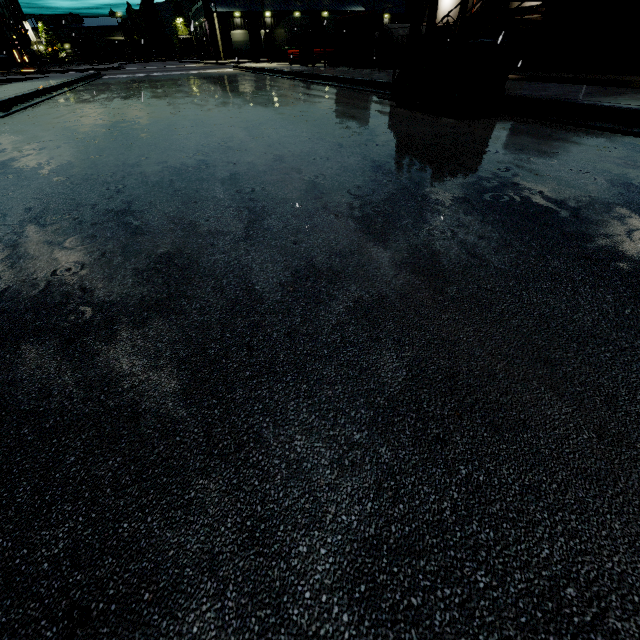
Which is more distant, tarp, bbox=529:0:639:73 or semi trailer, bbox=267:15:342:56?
semi trailer, bbox=267:15:342:56

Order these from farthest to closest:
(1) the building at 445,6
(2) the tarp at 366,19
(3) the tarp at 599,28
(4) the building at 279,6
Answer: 1. (4) the building at 279,6
2. (1) the building at 445,6
3. (2) the tarp at 366,19
4. (3) the tarp at 599,28

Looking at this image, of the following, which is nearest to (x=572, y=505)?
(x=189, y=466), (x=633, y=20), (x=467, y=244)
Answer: (x=189, y=466)

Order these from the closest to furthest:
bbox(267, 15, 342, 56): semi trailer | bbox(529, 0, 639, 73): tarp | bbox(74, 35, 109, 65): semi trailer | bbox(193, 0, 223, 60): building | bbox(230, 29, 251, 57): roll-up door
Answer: bbox(529, 0, 639, 73): tarp < bbox(267, 15, 342, 56): semi trailer < bbox(193, 0, 223, 60): building < bbox(74, 35, 109, 65): semi trailer < bbox(230, 29, 251, 57): roll-up door

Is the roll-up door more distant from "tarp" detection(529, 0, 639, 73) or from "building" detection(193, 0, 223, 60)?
"tarp" detection(529, 0, 639, 73)

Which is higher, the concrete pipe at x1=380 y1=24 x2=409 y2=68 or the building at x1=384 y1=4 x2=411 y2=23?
the building at x1=384 y1=4 x2=411 y2=23

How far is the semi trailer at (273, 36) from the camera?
41.8m

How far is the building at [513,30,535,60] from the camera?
16.4 meters
